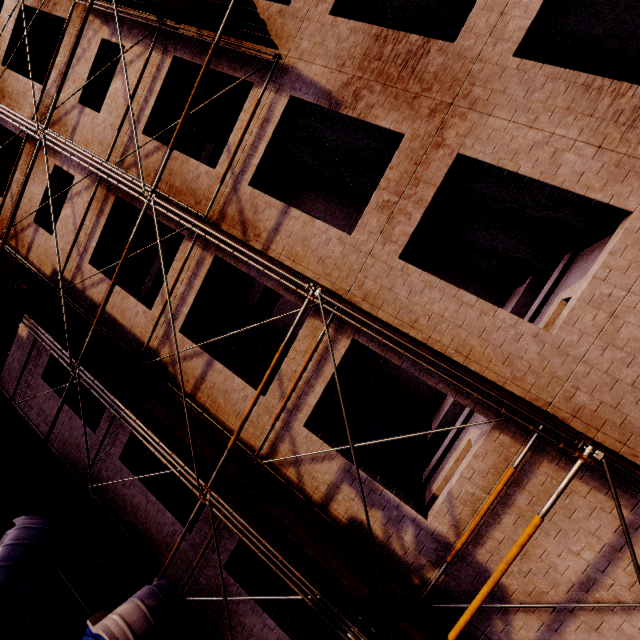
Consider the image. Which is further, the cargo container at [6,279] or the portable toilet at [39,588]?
the cargo container at [6,279]

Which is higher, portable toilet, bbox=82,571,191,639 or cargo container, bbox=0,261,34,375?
cargo container, bbox=0,261,34,375

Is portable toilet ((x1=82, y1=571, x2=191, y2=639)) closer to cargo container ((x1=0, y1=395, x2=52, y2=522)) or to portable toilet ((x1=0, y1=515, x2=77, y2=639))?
portable toilet ((x1=0, y1=515, x2=77, y2=639))

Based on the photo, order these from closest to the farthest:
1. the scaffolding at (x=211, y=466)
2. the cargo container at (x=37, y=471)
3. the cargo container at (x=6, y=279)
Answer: the scaffolding at (x=211, y=466), the cargo container at (x=37, y=471), the cargo container at (x=6, y=279)

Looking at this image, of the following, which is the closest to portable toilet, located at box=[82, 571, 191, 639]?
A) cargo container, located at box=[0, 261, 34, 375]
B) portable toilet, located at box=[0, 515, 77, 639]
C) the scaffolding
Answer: the scaffolding

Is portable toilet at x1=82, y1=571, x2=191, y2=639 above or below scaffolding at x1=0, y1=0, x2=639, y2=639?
below

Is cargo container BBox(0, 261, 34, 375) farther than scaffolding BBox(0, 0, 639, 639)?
Yes

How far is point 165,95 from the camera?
8.87m
